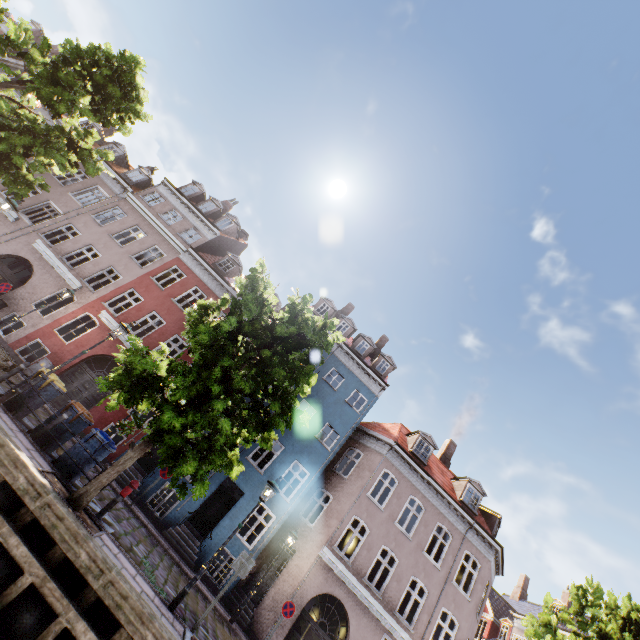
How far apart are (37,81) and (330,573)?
22.83m

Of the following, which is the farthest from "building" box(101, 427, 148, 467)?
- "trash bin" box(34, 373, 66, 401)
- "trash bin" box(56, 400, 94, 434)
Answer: "trash bin" box(34, 373, 66, 401)

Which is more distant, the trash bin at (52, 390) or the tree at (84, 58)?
the tree at (84, 58)

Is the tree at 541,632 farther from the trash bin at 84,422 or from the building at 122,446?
the building at 122,446

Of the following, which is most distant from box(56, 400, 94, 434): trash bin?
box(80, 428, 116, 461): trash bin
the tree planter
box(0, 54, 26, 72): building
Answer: box(0, 54, 26, 72): building

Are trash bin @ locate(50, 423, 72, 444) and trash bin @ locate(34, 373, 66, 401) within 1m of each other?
yes

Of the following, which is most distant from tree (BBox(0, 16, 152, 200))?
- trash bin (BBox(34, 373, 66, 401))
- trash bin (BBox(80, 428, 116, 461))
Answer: trash bin (BBox(34, 373, 66, 401))

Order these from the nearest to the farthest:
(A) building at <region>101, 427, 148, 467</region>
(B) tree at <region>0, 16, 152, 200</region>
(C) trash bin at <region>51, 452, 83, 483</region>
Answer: (C) trash bin at <region>51, 452, 83, 483</region> → (B) tree at <region>0, 16, 152, 200</region> → (A) building at <region>101, 427, 148, 467</region>
